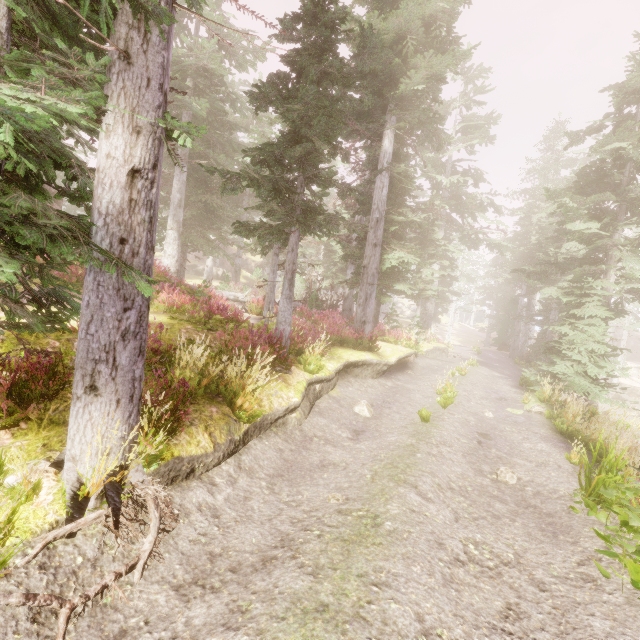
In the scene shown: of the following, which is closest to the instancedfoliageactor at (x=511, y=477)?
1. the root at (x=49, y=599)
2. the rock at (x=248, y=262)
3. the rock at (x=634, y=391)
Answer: the rock at (x=248, y=262)

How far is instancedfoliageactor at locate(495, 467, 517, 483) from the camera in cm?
645

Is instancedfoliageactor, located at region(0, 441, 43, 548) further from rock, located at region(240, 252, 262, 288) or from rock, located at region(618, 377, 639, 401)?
rock, located at region(618, 377, 639, 401)

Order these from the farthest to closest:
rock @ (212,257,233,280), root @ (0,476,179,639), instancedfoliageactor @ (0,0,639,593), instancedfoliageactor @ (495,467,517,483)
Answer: rock @ (212,257,233,280)
instancedfoliageactor @ (495,467,517,483)
instancedfoliageactor @ (0,0,639,593)
root @ (0,476,179,639)

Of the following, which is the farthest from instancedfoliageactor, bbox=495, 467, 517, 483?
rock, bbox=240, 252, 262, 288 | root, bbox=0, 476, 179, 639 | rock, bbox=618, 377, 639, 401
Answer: root, bbox=0, 476, 179, 639

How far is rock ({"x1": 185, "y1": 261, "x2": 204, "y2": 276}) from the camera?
44.2m

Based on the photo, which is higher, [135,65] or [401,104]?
[401,104]

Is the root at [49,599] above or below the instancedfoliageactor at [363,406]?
above
